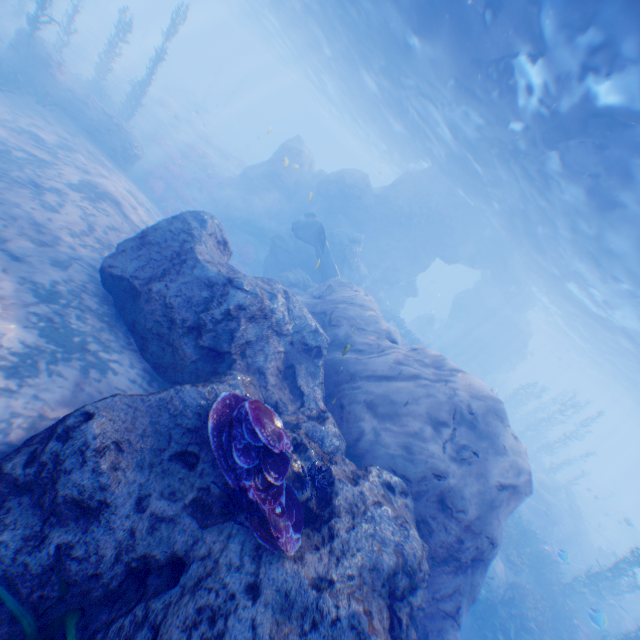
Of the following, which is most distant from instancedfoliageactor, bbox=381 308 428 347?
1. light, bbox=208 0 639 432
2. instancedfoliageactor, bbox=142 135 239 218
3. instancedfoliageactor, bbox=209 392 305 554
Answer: instancedfoliageactor, bbox=209 392 305 554

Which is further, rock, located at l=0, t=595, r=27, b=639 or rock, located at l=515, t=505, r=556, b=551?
rock, located at l=515, t=505, r=556, b=551

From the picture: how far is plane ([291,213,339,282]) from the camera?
18.8 meters

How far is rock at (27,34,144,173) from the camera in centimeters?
1530cm

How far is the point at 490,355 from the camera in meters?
37.5 m

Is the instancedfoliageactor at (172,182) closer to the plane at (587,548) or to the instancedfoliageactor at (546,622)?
the instancedfoliageactor at (546,622)

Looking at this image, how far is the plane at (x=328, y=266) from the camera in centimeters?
1880cm

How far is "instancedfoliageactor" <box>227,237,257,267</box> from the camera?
23.0m
